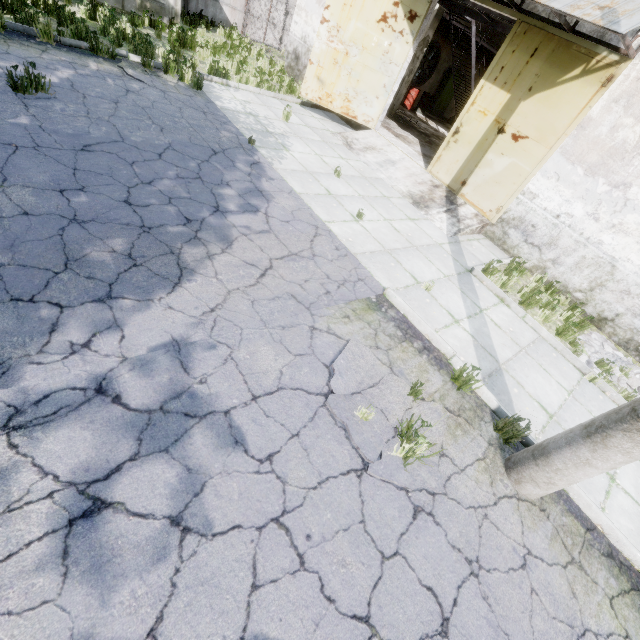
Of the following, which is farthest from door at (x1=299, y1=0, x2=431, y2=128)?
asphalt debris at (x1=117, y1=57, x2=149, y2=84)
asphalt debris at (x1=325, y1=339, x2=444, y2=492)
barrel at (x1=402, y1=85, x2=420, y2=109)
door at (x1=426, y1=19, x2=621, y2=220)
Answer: asphalt debris at (x1=325, y1=339, x2=444, y2=492)

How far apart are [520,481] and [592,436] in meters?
1.0

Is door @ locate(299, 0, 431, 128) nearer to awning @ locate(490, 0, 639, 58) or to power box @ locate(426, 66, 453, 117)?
awning @ locate(490, 0, 639, 58)

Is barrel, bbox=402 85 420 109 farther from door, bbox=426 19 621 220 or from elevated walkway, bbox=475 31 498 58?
door, bbox=426 19 621 220

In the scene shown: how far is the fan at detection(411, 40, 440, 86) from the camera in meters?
18.0

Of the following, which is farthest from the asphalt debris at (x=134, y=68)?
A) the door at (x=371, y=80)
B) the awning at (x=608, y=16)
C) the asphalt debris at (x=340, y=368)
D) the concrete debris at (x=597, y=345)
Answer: the concrete debris at (x=597, y=345)

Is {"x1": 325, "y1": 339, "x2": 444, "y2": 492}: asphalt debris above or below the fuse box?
below

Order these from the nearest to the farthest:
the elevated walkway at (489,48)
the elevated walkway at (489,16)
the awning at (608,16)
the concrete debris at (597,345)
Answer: the awning at (608,16) < the concrete debris at (597,345) < the elevated walkway at (489,16) < the elevated walkway at (489,48)
